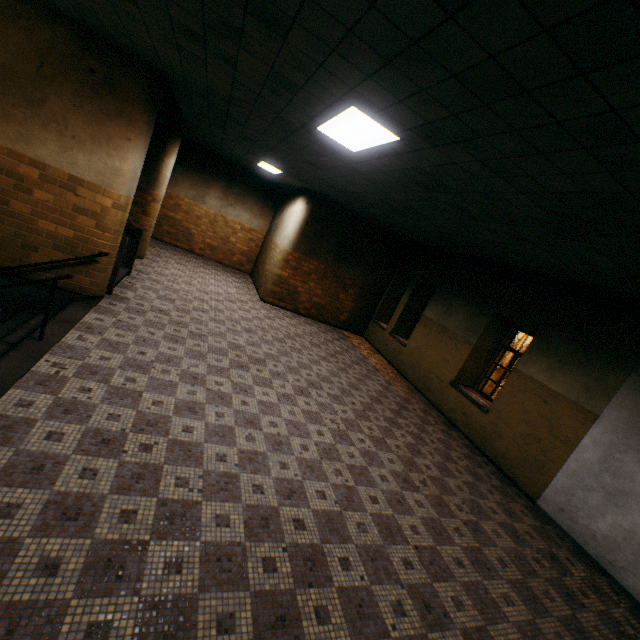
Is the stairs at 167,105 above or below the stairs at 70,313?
above

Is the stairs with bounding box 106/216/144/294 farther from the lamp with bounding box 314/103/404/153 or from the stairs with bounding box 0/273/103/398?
the lamp with bounding box 314/103/404/153

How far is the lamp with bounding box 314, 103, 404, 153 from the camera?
3.3 meters

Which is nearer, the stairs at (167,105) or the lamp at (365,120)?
the lamp at (365,120)

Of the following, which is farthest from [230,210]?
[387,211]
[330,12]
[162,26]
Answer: [330,12]
